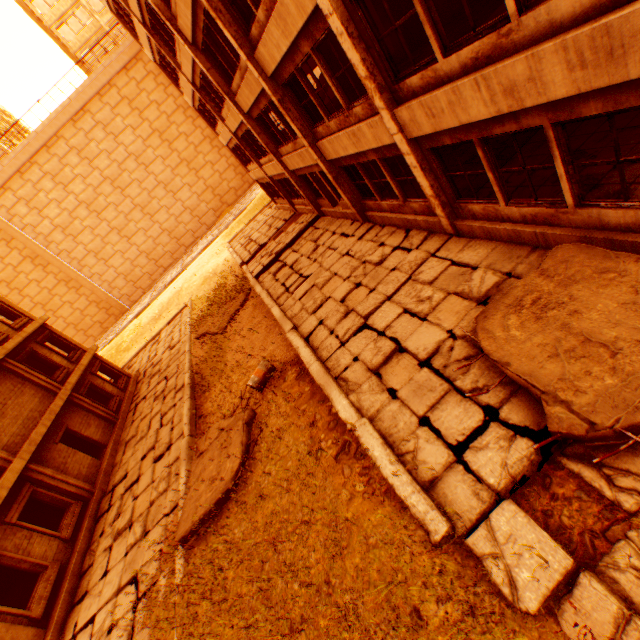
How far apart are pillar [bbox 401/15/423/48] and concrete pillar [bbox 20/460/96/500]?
20.5m

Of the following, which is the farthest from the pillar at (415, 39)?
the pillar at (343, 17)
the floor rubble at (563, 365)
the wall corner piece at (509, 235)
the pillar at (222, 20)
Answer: the floor rubble at (563, 365)

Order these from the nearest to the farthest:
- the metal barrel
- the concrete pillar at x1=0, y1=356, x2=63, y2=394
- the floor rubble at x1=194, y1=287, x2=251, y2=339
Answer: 1. the metal barrel
2. the concrete pillar at x1=0, y1=356, x2=63, y2=394
3. the floor rubble at x1=194, y1=287, x2=251, y2=339

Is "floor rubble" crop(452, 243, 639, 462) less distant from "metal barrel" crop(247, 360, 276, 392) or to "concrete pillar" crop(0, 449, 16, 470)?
"metal barrel" crop(247, 360, 276, 392)

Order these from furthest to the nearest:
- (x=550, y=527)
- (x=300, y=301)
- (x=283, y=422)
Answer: (x=300, y=301) < (x=283, y=422) < (x=550, y=527)

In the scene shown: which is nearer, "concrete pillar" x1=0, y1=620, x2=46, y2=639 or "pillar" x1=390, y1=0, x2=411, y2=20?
"concrete pillar" x1=0, y1=620, x2=46, y2=639

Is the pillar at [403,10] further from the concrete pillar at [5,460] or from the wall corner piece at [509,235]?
the concrete pillar at [5,460]

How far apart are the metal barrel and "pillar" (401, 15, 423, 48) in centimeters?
1168cm
